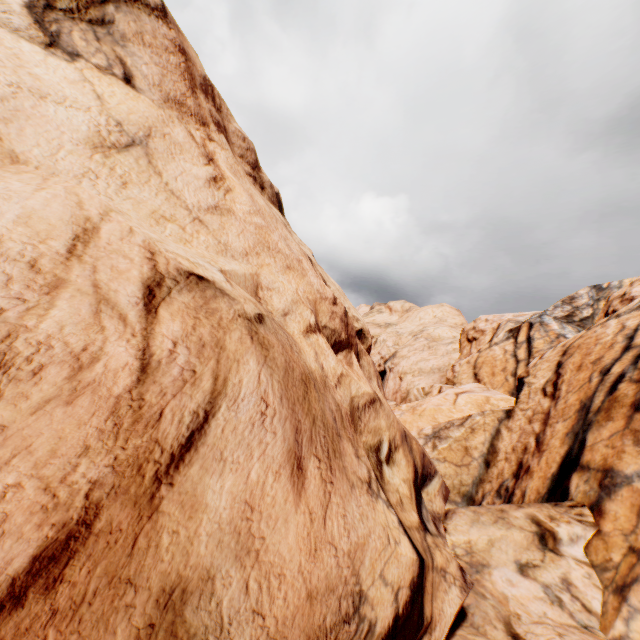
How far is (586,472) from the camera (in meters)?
9.17
